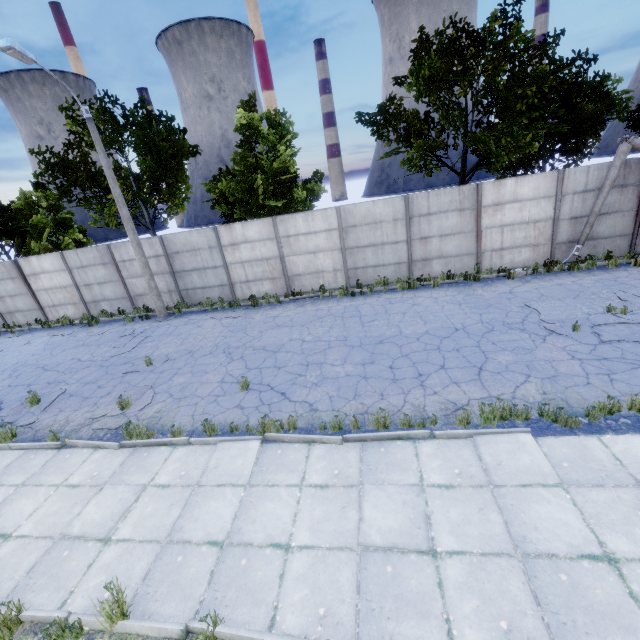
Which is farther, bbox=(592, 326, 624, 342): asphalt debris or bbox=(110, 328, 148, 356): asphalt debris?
bbox=(110, 328, 148, 356): asphalt debris

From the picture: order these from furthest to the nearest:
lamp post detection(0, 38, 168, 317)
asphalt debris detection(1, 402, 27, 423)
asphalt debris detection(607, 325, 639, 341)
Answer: lamp post detection(0, 38, 168, 317) < asphalt debris detection(1, 402, 27, 423) < asphalt debris detection(607, 325, 639, 341)

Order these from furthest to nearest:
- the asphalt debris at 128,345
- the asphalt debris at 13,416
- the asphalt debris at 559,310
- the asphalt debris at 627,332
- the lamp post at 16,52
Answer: the asphalt debris at 128,345 < the lamp post at 16,52 < the asphalt debris at 13,416 < the asphalt debris at 559,310 < the asphalt debris at 627,332

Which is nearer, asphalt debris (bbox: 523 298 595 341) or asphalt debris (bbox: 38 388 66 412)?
asphalt debris (bbox: 523 298 595 341)

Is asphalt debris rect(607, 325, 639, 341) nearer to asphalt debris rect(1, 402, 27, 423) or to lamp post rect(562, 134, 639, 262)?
lamp post rect(562, 134, 639, 262)

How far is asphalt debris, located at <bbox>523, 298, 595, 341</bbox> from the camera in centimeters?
842cm

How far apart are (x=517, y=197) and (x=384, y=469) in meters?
12.6 m

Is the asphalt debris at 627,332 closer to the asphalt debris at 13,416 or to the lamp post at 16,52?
Answer: the asphalt debris at 13,416
